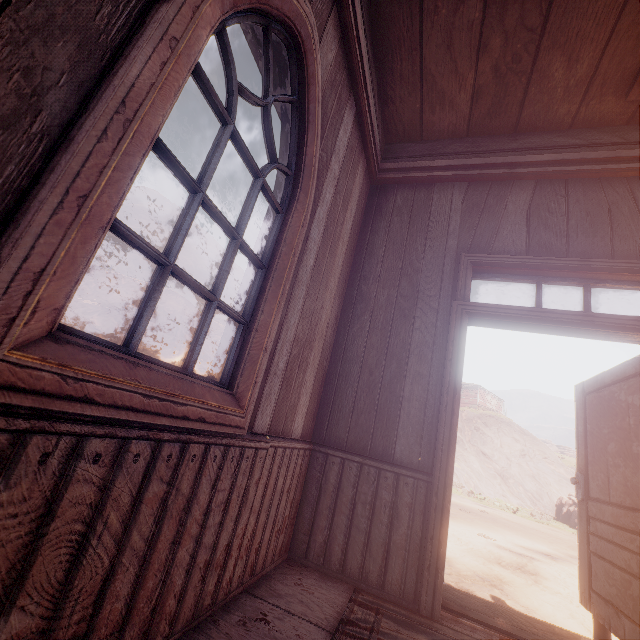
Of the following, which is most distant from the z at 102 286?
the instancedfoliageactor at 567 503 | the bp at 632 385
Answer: the bp at 632 385

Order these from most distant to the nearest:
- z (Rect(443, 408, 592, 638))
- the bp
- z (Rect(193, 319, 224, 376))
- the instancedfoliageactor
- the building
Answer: z (Rect(193, 319, 224, 376)) < the instancedfoliageactor < z (Rect(443, 408, 592, 638)) < the bp < the building

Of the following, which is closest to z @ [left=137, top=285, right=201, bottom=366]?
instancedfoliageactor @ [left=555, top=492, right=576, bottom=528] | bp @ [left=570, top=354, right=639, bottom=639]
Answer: instancedfoliageactor @ [left=555, top=492, right=576, bottom=528]

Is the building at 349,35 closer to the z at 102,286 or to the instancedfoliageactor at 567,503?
the z at 102,286

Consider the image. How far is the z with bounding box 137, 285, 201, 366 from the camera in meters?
27.2

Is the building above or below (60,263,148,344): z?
below

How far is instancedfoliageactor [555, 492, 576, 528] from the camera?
20.1 meters

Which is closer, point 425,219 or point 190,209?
point 190,209
